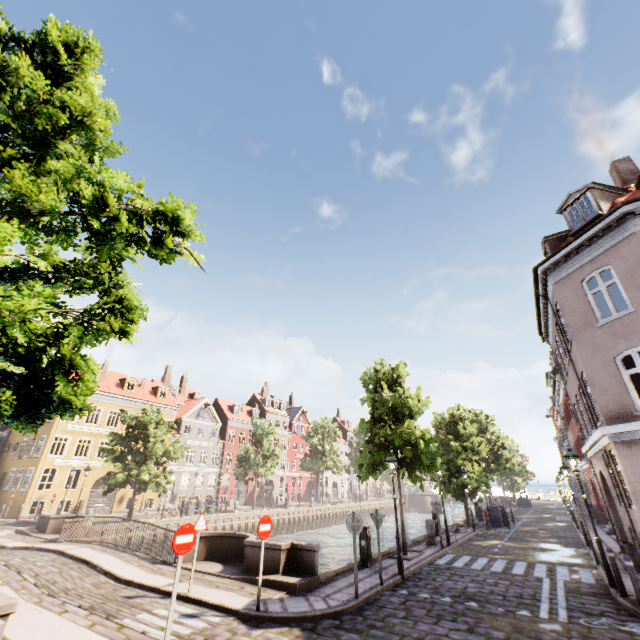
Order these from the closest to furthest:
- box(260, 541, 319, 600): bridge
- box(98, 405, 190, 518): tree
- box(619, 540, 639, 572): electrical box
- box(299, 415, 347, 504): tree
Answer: box(260, 541, 319, 600): bridge, box(619, 540, 639, 572): electrical box, box(98, 405, 190, 518): tree, box(299, 415, 347, 504): tree

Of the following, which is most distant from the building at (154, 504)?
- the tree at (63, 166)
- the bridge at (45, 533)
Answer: the bridge at (45, 533)

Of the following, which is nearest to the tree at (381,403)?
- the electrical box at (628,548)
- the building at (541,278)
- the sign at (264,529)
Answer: the building at (541,278)

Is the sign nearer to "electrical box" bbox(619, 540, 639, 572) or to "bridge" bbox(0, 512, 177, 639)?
"bridge" bbox(0, 512, 177, 639)

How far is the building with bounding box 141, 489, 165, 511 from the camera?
34.1 meters

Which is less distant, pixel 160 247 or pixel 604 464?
pixel 160 247

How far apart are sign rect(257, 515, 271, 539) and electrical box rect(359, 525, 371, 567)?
5.3 meters

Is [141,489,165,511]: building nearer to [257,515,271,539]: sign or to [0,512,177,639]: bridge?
[0,512,177,639]: bridge
